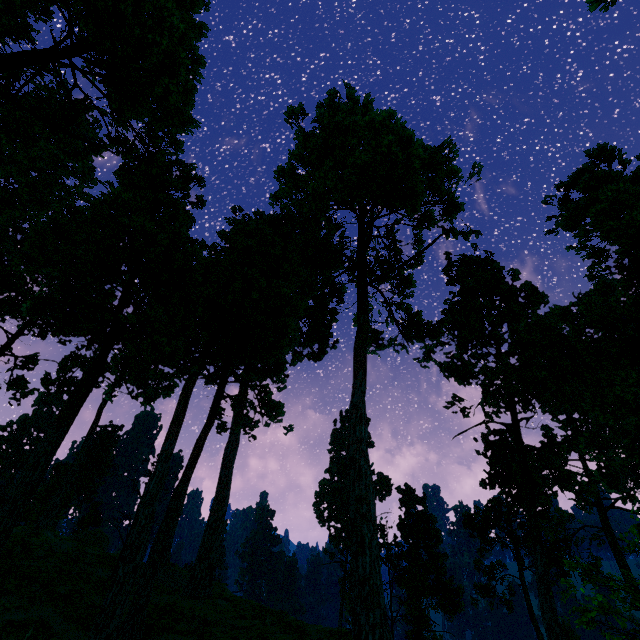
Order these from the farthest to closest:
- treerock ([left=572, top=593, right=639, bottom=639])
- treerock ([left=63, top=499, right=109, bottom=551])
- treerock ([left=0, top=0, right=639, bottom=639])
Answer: treerock ([left=63, top=499, right=109, bottom=551]), treerock ([left=572, top=593, right=639, bottom=639]), treerock ([left=0, top=0, right=639, bottom=639])

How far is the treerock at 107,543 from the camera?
33.84m

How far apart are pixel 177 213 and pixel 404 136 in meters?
14.7

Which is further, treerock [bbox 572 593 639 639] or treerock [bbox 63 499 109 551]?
treerock [bbox 63 499 109 551]

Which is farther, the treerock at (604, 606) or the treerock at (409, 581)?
the treerock at (604, 606)

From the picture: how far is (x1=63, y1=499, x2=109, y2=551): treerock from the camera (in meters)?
33.84
